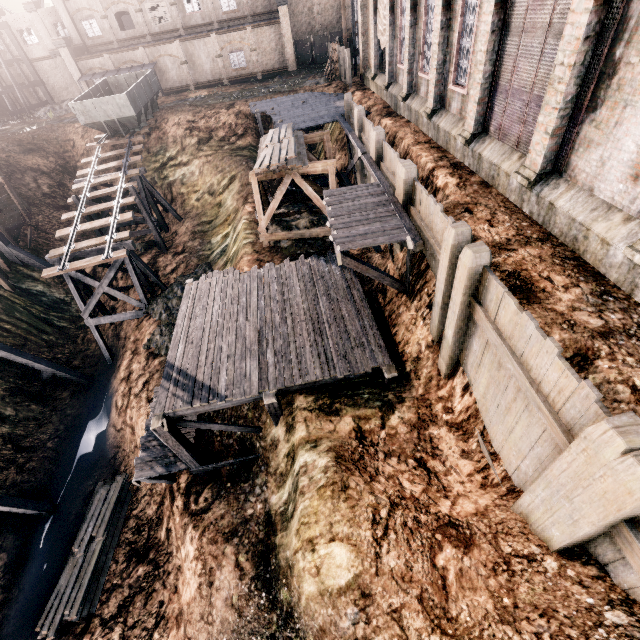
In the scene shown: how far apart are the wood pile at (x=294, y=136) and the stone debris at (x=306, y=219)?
3.5m

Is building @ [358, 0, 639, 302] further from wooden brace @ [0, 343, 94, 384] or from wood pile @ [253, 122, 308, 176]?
wooden brace @ [0, 343, 94, 384]

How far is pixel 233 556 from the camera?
11.98m

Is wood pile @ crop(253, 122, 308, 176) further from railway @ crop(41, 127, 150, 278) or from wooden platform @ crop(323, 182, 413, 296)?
railway @ crop(41, 127, 150, 278)

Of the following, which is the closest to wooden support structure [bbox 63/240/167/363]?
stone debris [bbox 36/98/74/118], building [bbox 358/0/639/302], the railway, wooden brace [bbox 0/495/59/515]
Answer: the railway

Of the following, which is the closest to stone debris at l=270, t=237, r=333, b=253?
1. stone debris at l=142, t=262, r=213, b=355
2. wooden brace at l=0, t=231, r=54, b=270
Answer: stone debris at l=142, t=262, r=213, b=355

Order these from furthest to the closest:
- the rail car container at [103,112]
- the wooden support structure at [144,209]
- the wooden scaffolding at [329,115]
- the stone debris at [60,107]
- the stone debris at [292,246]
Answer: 1. the stone debris at [60,107]
2. the rail car container at [103,112]
3. the wooden support structure at [144,209]
4. the stone debris at [292,246]
5. the wooden scaffolding at [329,115]

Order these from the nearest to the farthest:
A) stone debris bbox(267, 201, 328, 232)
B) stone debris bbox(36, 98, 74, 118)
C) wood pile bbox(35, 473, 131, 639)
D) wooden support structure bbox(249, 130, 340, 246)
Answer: wood pile bbox(35, 473, 131, 639), wooden support structure bbox(249, 130, 340, 246), stone debris bbox(267, 201, 328, 232), stone debris bbox(36, 98, 74, 118)
